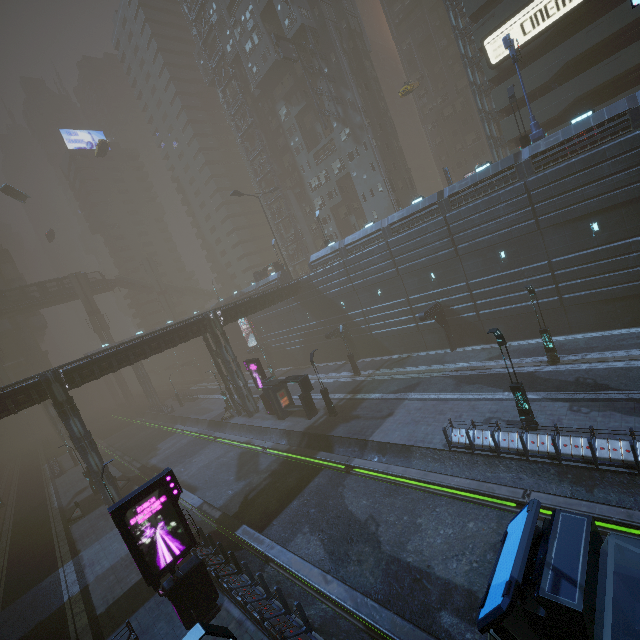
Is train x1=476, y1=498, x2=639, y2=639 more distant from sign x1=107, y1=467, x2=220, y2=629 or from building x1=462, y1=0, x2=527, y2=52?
sign x1=107, y1=467, x2=220, y2=629

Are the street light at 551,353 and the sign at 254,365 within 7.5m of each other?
no

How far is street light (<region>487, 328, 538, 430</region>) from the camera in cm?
1545

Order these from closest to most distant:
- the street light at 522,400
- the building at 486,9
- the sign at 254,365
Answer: the street light at 522,400 → the building at 486,9 → the sign at 254,365

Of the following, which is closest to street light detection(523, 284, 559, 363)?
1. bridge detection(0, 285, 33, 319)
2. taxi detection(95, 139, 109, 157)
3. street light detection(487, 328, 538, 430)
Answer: street light detection(487, 328, 538, 430)

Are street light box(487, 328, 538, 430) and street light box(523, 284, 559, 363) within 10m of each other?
yes

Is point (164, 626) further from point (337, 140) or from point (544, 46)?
point (337, 140)

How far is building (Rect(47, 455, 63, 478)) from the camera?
40.56m
